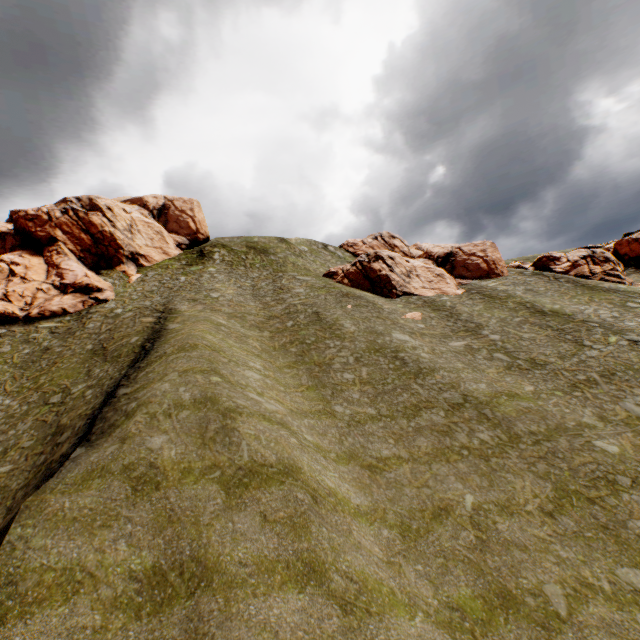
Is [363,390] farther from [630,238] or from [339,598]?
[630,238]

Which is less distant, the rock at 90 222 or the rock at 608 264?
the rock at 90 222

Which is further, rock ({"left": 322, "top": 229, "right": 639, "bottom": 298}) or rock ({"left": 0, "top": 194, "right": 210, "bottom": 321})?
rock ({"left": 322, "top": 229, "right": 639, "bottom": 298})

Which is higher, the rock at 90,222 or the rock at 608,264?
the rock at 90,222

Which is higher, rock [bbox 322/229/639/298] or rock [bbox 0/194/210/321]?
rock [bbox 0/194/210/321]
